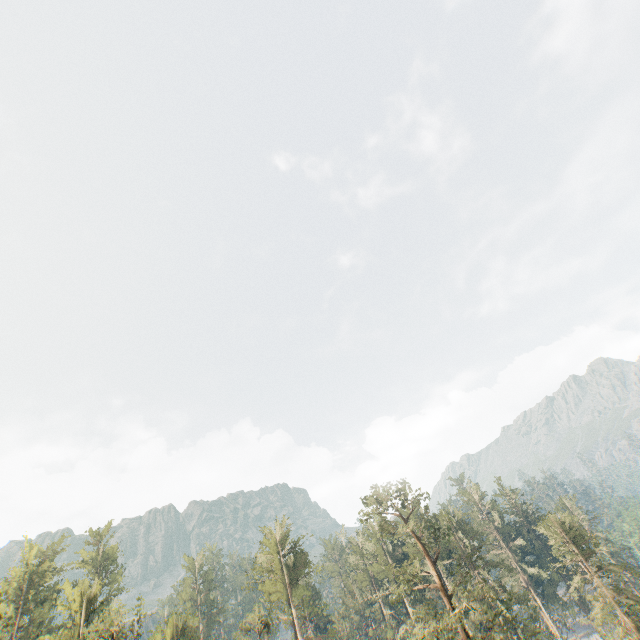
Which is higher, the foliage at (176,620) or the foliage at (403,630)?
the foliage at (176,620)

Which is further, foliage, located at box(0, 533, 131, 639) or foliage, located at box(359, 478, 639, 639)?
foliage, located at box(0, 533, 131, 639)

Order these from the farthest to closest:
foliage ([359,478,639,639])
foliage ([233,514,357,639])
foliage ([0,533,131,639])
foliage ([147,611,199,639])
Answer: foliage ([147,611,199,639])
foliage ([233,514,357,639])
foliage ([0,533,131,639])
foliage ([359,478,639,639])

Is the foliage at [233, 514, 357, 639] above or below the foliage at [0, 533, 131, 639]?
below

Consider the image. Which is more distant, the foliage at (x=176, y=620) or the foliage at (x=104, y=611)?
the foliage at (x=176, y=620)

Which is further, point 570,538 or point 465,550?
point 465,550
